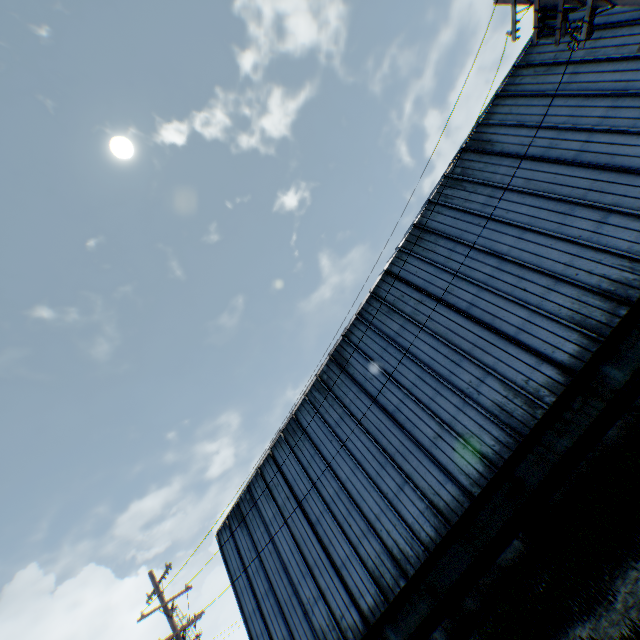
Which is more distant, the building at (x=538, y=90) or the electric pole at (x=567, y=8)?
the building at (x=538, y=90)

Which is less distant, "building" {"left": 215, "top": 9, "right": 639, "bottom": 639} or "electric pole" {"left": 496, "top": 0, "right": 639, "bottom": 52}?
"electric pole" {"left": 496, "top": 0, "right": 639, "bottom": 52}

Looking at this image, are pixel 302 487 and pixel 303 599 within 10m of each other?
yes
